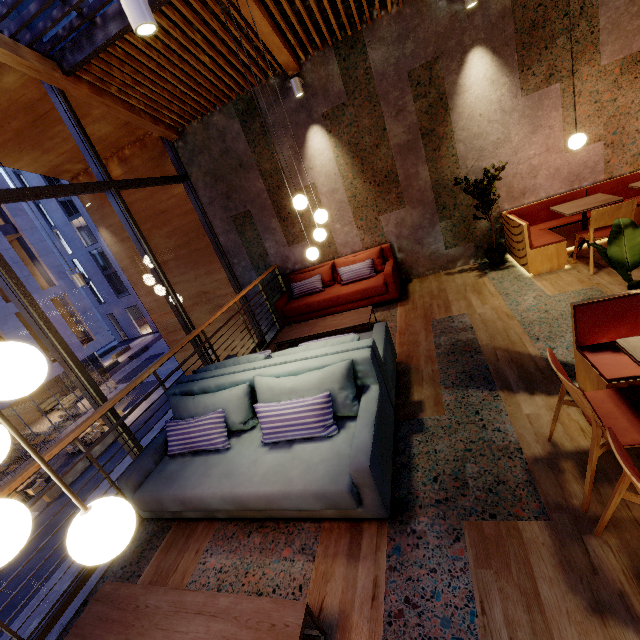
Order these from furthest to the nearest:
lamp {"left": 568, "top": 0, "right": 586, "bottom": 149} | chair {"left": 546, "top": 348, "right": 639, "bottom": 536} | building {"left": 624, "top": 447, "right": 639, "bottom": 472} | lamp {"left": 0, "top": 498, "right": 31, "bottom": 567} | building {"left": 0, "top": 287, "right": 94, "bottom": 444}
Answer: building {"left": 0, "top": 287, "right": 94, "bottom": 444}, lamp {"left": 568, "top": 0, "right": 586, "bottom": 149}, building {"left": 624, "top": 447, "right": 639, "bottom": 472}, chair {"left": 546, "top": 348, "right": 639, "bottom": 536}, lamp {"left": 0, "top": 498, "right": 31, "bottom": 567}

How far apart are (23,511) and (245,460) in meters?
1.8

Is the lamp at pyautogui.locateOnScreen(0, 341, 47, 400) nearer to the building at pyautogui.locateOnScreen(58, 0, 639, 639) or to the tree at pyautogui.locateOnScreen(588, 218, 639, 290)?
the building at pyautogui.locateOnScreen(58, 0, 639, 639)

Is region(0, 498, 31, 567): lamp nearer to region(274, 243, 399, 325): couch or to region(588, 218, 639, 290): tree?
region(588, 218, 639, 290): tree

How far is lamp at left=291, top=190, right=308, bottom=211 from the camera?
4.1 meters

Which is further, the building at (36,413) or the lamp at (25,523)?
the building at (36,413)

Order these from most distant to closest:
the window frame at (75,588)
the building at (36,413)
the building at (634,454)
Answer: the building at (36,413)
the window frame at (75,588)
the building at (634,454)

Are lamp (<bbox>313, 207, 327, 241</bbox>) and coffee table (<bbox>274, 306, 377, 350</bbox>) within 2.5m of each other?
yes
